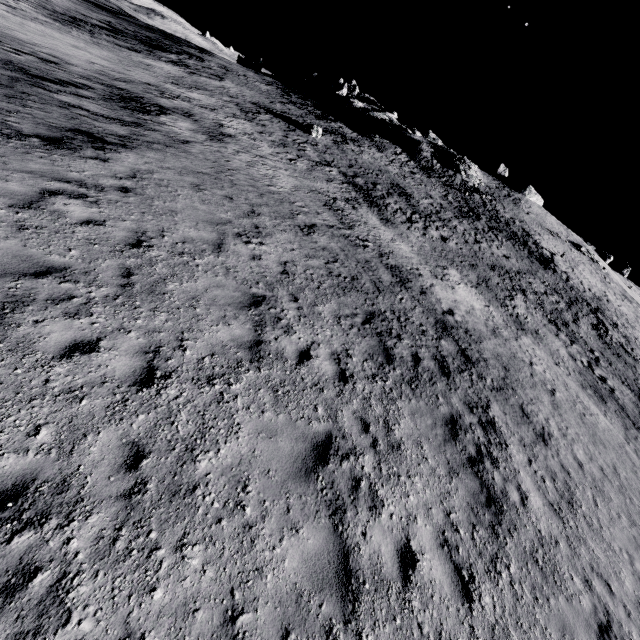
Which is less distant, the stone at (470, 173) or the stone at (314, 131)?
the stone at (314, 131)

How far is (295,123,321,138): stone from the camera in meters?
33.2 m

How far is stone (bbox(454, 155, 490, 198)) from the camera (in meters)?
46.25

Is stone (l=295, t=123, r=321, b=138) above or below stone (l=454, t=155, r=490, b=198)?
below

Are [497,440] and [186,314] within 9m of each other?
yes

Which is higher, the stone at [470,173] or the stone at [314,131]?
the stone at [470,173]

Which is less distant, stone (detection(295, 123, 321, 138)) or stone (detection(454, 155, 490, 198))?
stone (detection(295, 123, 321, 138))
